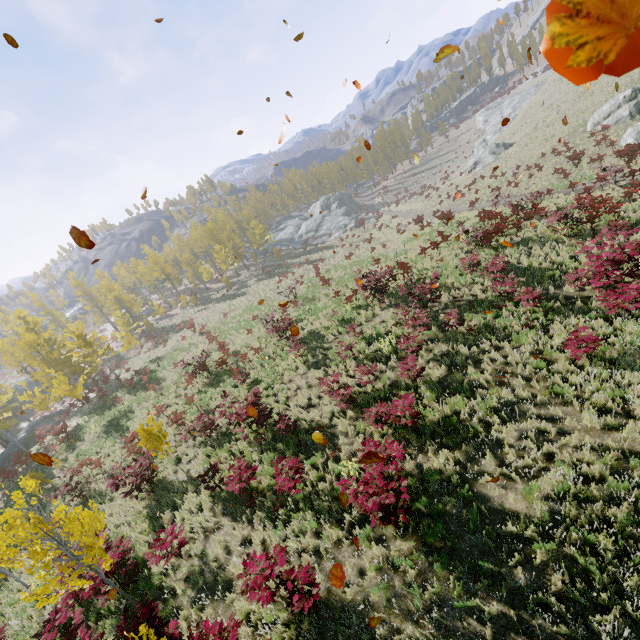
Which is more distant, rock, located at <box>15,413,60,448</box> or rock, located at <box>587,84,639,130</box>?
rock, located at <box>15,413,60,448</box>

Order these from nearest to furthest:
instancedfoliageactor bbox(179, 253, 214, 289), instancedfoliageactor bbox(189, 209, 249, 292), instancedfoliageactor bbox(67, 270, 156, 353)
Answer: instancedfoliageactor bbox(67, 270, 156, 353) → instancedfoliageactor bbox(189, 209, 249, 292) → instancedfoliageactor bbox(179, 253, 214, 289)

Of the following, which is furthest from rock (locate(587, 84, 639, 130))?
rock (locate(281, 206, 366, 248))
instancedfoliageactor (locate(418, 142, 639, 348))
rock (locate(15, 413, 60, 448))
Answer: rock (locate(15, 413, 60, 448))

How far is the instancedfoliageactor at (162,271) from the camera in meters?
47.9 m

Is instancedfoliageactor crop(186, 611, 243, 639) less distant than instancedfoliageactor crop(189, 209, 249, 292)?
Yes

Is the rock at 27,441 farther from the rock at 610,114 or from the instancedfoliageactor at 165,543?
the rock at 610,114

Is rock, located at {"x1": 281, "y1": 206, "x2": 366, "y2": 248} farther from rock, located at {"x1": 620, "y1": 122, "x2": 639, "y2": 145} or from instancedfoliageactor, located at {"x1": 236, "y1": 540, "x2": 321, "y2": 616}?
rock, located at {"x1": 620, "y1": 122, "x2": 639, "y2": 145}

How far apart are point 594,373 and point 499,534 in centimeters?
495cm
